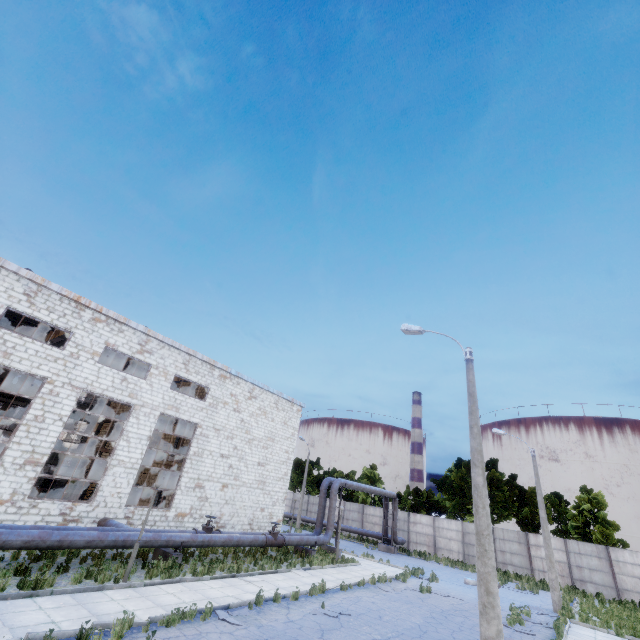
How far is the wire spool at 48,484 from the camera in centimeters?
2567cm

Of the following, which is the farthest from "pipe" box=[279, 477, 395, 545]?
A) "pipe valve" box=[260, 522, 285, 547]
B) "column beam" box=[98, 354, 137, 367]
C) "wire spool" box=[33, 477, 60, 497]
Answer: "wire spool" box=[33, 477, 60, 497]

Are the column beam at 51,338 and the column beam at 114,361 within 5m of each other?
yes

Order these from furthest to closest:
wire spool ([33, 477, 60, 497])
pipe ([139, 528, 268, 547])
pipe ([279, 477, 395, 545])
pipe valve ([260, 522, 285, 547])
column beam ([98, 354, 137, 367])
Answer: wire spool ([33, 477, 60, 497])
column beam ([98, 354, 137, 367])
pipe ([279, 477, 395, 545])
pipe valve ([260, 522, 285, 547])
pipe ([139, 528, 268, 547])

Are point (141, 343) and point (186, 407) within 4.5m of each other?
no

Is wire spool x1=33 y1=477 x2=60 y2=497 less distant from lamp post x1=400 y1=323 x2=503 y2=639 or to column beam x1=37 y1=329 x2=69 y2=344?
column beam x1=37 y1=329 x2=69 y2=344

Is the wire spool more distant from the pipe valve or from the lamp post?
the lamp post

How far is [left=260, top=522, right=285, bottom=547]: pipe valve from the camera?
19.3 meters
